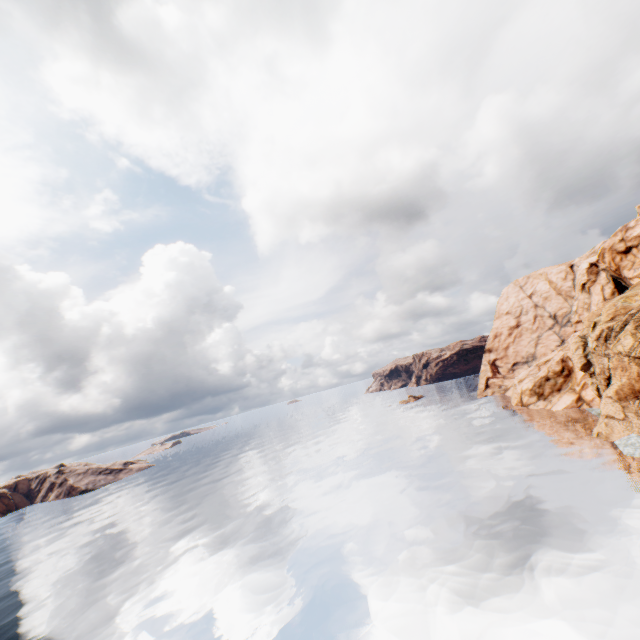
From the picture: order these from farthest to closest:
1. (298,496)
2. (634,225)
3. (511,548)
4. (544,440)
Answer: (634,225)
(298,496)
(544,440)
(511,548)
